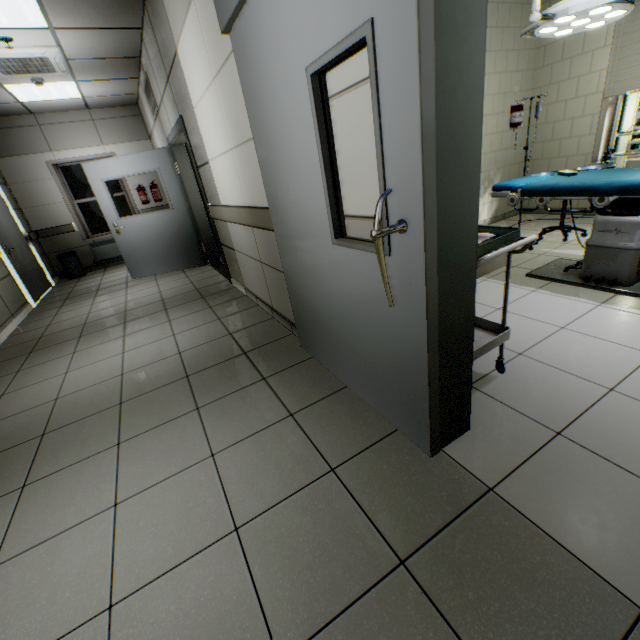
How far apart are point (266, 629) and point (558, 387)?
1.84m

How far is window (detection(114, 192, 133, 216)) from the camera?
7.8 meters

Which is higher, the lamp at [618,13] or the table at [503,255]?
the lamp at [618,13]

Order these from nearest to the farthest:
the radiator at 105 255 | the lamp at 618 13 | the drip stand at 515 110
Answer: the lamp at 618 13, the drip stand at 515 110, the radiator at 105 255

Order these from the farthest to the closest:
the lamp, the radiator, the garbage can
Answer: the radiator → the garbage can → the lamp

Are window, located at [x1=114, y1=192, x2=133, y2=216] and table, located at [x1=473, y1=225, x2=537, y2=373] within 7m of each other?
no

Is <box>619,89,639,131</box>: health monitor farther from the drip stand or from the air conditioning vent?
the air conditioning vent

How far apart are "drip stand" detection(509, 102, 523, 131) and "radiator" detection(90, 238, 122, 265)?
7.9 meters
